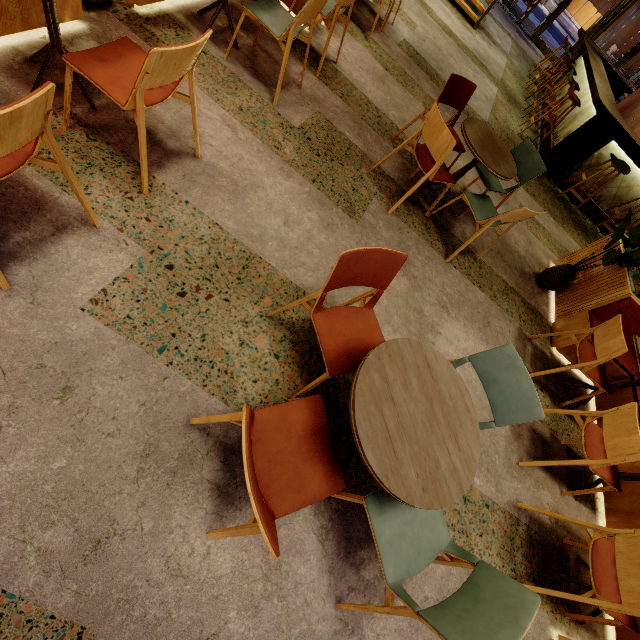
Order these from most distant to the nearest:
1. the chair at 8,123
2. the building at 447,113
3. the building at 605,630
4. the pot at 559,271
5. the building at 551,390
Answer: the building at 447,113 < the pot at 559,271 < the building at 551,390 < the building at 605,630 < the chair at 8,123

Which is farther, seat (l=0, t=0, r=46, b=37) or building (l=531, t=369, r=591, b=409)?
building (l=531, t=369, r=591, b=409)

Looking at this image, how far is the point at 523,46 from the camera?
9.9 meters

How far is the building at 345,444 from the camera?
2.0 meters

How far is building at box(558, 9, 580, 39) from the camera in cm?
2131

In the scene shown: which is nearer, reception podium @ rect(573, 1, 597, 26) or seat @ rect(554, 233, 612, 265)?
seat @ rect(554, 233, 612, 265)

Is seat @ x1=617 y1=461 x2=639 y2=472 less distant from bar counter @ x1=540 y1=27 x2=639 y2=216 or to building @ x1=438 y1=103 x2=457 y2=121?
building @ x1=438 y1=103 x2=457 y2=121

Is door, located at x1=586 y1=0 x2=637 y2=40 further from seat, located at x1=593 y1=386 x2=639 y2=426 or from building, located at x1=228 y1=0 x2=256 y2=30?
seat, located at x1=593 y1=386 x2=639 y2=426
